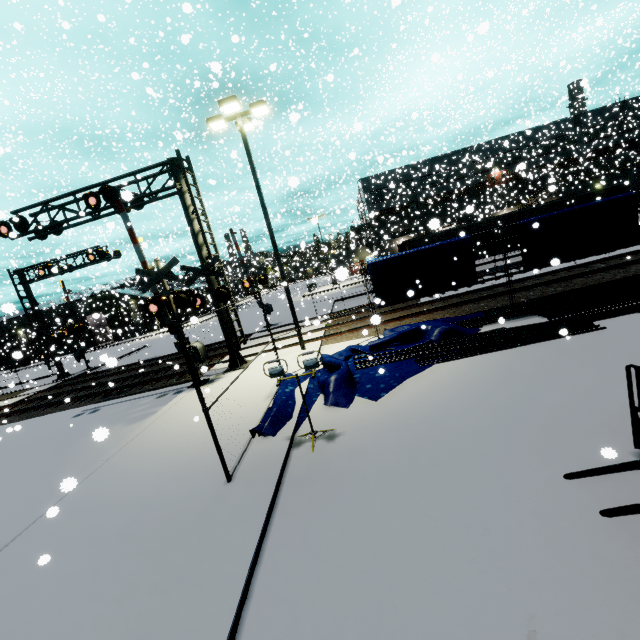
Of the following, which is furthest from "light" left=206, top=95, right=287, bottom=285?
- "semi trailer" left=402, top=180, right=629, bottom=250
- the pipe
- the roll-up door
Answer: the roll-up door

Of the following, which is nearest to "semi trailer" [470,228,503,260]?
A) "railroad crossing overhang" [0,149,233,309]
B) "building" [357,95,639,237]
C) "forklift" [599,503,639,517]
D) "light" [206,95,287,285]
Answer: "building" [357,95,639,237]

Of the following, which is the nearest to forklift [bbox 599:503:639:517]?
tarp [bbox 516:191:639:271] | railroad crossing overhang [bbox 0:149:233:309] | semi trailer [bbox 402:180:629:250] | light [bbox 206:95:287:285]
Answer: tarp [bbox 516:191:639:271]

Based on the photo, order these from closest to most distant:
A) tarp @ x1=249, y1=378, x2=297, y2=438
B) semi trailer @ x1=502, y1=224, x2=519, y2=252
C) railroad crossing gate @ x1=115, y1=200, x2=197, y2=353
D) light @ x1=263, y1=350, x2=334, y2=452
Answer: light @ x1=263, y1=350, x2=334, y2=452 → tarp @ x1=249, y1=378, x2=297, y2=438 → railroad crossing gate @ x1=115, y1=200, x2=197, y2=353 → semi trailer @ x1=502, y1=224, x2=519, y2=252

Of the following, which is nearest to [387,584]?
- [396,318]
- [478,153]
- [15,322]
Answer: [396,318]

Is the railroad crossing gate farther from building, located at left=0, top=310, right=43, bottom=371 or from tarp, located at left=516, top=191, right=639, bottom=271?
building, located at left=0, top=310, right=43, bottom=371

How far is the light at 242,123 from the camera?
11.52m

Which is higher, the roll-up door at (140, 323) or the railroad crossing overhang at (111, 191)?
the railroad crossing overhang at (111, 191)
